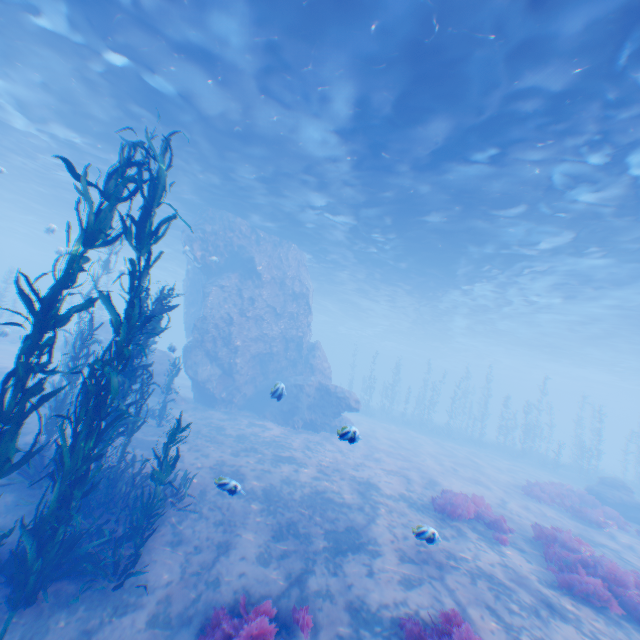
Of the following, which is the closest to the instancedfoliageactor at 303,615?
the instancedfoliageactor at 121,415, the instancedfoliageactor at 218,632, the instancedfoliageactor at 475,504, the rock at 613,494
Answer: the instancedfoliageactor at 218,632

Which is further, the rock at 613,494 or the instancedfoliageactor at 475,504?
the rock at 613,494

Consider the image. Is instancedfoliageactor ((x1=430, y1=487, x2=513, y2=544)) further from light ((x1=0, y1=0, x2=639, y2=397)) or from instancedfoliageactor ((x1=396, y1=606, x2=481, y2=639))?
light ((x1=0, y1=0, x2=639, y2=397))

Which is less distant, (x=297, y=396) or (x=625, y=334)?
(x=297, y=396)

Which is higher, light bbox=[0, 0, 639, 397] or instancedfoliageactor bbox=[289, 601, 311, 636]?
light bbox=[0, 0, 639, 397]

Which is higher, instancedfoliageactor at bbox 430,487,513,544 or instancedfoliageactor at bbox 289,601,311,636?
instancedfoliageactor at bbox 430,487,513,544

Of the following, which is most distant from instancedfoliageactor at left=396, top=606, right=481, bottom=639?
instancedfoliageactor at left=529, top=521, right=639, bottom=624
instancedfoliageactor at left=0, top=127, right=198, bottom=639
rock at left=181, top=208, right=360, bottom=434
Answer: instancedfoliageactor at left=529, top=521, right=639, bottom=624
